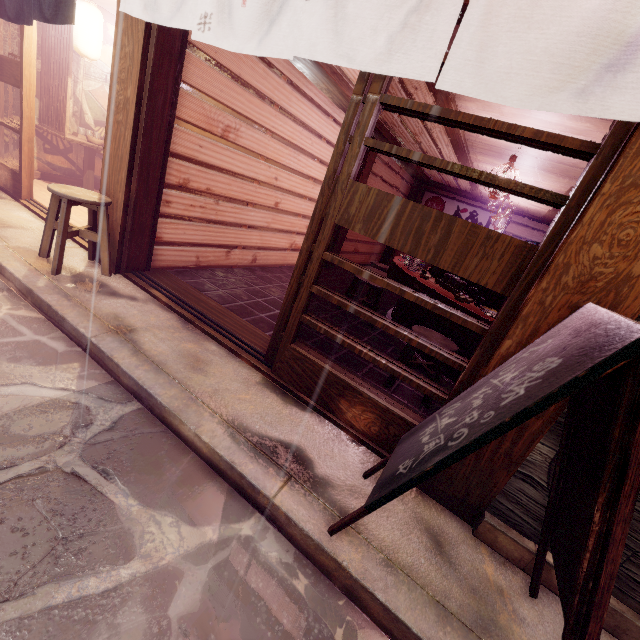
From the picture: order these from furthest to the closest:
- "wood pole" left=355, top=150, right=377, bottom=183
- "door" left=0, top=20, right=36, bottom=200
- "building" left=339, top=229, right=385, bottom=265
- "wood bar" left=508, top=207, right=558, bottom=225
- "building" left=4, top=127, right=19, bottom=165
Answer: "building" left=339, top=229, right=385, bottom=265, "wood bar" left=508, top=207, right=558, bottom=225, "wood pole" left=355, top=150, right=377, bottom=183, "building" left=4, top=127, right=19, bottom=165, "door" left=0, top=20, right=36, bottom=200

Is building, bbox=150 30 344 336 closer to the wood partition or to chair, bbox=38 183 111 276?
chair, bbox=38 183 111 276

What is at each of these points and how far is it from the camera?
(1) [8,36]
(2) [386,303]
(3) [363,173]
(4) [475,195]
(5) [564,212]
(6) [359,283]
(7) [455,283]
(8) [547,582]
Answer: (1) building, 8.6m
(2) building, 11.8m
(3) wood pole, 12.3m
(4) wood bar, 15.9m
(5) door frame, 2.9m
(6) chair, 10.7m
(7) tableware, 7.0m
(8) foundation, 3.3m

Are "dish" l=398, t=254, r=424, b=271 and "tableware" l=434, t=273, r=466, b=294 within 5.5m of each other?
yes

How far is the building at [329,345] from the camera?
5.8 meters

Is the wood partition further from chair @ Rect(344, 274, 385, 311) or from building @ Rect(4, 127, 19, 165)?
chair @ Rect(344, 274, 385, 311)

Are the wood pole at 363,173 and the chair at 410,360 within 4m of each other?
no

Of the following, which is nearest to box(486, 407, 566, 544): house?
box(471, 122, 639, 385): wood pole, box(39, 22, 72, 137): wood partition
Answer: box(471, 122, 639, 385): wood pole
